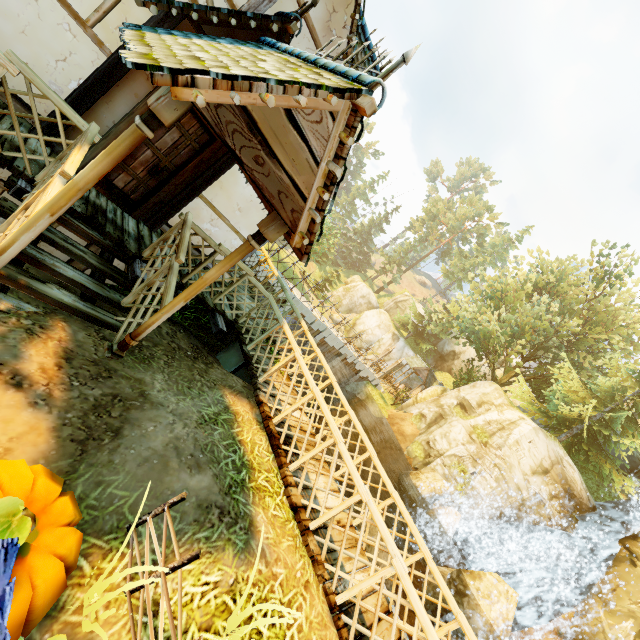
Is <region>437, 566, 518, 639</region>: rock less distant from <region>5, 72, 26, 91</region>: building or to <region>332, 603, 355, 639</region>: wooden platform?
<region>332, 603, 355, 639</region>: wooden platform

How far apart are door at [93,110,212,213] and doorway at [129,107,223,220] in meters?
0.0 m

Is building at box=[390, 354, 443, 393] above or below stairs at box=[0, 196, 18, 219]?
above

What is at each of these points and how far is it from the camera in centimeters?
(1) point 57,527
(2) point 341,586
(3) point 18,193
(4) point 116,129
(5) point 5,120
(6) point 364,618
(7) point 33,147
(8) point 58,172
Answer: (1) pumpkin, 247cm
(2) wooden platform, 424cm
(3) wooden platform, 405cm
(4) doorway, 502cm
(5) wooden platform, 443cm
(6) wooden platform, 423cm
(7) wooden platform, 460cm
(8) fence, 354cm

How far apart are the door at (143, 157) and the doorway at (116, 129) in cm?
0

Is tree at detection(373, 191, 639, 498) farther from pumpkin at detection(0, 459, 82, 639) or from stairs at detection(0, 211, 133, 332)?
stairs at detection(0, 211, 133, 332)
